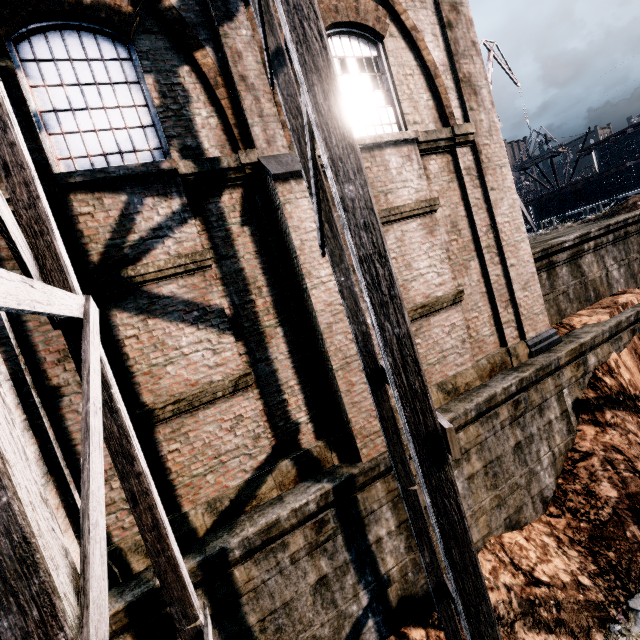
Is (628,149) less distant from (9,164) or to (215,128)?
(215,128)

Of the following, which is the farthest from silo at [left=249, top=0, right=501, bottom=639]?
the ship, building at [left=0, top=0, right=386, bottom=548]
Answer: the ship

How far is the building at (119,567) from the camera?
5.6m

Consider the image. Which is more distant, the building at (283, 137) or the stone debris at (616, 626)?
the stone debris at (616, 626)

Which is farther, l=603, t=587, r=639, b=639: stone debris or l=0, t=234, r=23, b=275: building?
l=603, t=587, r=639, b=639: stone debris

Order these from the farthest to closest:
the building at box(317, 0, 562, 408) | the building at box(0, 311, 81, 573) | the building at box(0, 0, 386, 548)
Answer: the building at box(317, 0, 562, 408), the building at box(0, 0, 386, 548), the building at box(0, 311, 81, 573)

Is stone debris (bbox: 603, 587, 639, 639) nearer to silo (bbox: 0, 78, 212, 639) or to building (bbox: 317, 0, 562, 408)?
silo (bbox: 0, 78, 212, 639)
